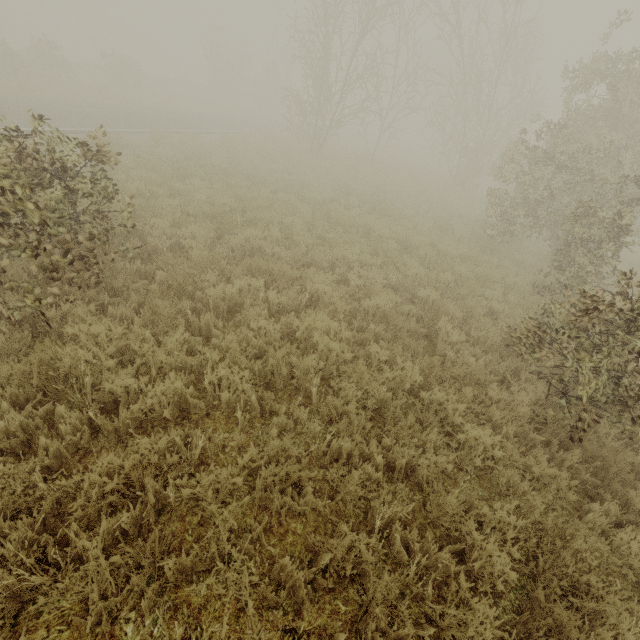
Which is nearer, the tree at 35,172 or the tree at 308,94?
the tree at 35,172

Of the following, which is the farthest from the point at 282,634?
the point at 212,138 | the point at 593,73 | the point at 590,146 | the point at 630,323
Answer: the point at 212,138

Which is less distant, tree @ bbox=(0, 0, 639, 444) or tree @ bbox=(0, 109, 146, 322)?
tree @ bbox=(0, 109, 146, 322)
